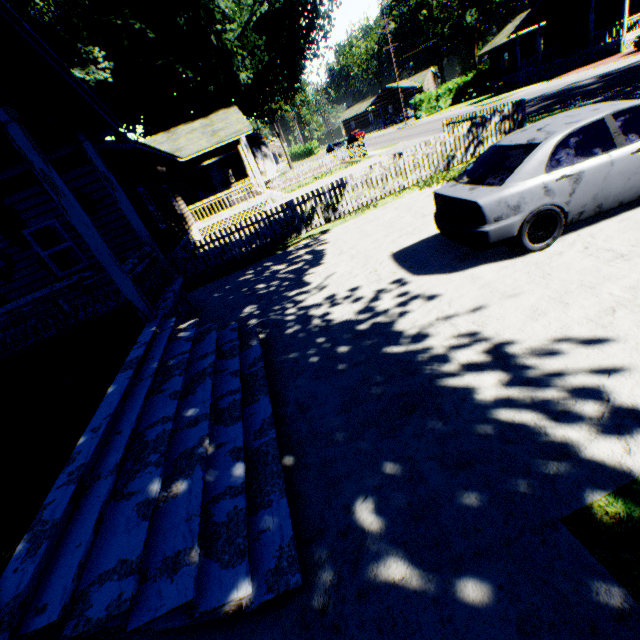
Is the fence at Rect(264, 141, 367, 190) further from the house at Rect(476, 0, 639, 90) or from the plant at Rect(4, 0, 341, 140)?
the house at Rect(476, 0, 639, 90)

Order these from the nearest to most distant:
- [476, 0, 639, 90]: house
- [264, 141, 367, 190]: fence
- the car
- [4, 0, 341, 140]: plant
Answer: the car → [4, 0, 341, 140]: plant → [476, 0, 639, 90]: house → [264, 141, 367, 190]: fence

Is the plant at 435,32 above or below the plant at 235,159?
above

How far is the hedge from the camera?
43.88m

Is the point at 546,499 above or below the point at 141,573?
below

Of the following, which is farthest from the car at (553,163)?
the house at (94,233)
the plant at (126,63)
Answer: the plant at (126,63)

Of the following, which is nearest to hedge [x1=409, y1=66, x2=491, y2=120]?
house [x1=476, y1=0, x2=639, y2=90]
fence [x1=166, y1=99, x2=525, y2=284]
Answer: house [x1=476, y1=0, x2=639, y2=90]

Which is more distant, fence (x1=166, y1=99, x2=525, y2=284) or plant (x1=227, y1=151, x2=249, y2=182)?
plant (x1=227, y1=151, x2=249, y2=182)
